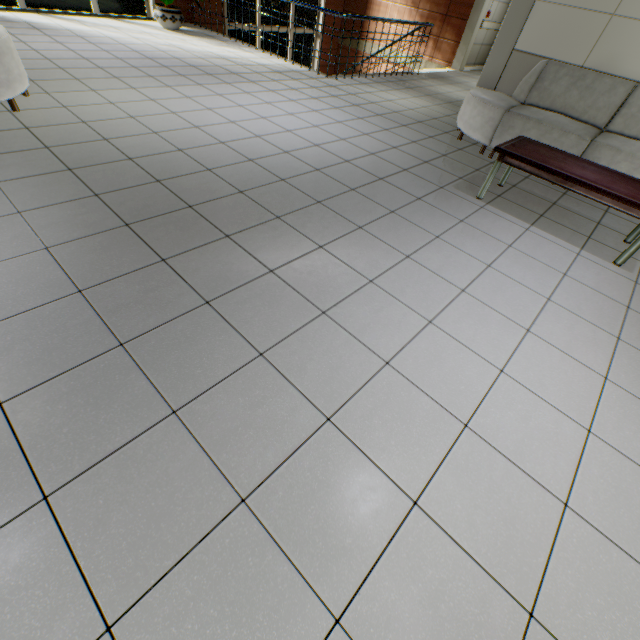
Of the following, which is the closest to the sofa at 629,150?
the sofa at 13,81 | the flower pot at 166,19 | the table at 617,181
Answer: the table at 617,181

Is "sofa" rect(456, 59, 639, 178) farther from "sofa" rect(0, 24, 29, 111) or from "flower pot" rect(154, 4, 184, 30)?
"flower pot" rect(154, 4, 184, 30)

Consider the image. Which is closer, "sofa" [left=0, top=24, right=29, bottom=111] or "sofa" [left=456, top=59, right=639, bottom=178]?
"sofa" [left=0, top=24, right=29, bottom=111]

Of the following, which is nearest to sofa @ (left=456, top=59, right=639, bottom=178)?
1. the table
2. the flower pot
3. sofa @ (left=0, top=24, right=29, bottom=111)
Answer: the table

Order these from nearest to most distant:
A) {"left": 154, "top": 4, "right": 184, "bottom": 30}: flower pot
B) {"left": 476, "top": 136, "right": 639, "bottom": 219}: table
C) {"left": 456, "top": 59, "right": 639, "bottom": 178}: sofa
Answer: {"left": 476, "top": 136, "right": 639, "bottom": 219}: table < {"left": 456, "top": 59, "right": 639, "bottom": 178}: sofa < {"left": 154, "top": 4, "right": 184, "bottom": 30}: flower pot

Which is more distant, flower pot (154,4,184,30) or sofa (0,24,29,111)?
flower pot (154,4,184,30)

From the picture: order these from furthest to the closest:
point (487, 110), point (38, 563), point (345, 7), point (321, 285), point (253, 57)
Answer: point (345, 7)
point (253, 57)
point (487, 110)
point (321, 285)
point (38, 563)
